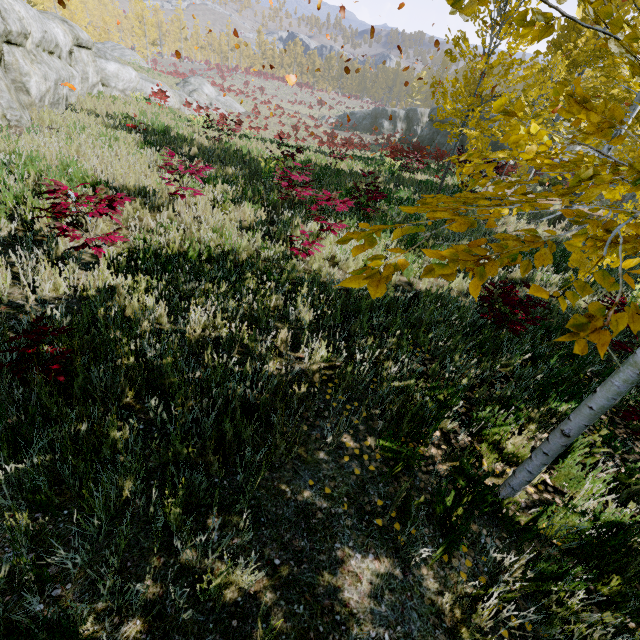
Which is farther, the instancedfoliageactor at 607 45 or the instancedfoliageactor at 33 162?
the instancedfoliageactor at 33 162

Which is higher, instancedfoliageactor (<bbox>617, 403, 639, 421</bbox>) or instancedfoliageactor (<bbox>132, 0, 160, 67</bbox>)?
instancedfoliageactor (<bbox>132, 0, 160, 67</bbox>)

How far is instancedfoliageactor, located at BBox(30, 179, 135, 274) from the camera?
3.7m

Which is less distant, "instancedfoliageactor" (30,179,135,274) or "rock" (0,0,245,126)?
"instancedfoliageactor" (30,179,135,274)

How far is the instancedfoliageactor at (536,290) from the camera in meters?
0.8

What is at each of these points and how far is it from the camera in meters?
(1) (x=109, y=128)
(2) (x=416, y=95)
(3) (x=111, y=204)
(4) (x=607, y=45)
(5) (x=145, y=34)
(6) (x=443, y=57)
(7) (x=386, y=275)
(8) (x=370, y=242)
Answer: (1) instancedfoliageactor, 9.7 m
(2) instancedfoliageactor, 52.9 m
(3) instancedfoliageactor, 4.2 m
(4) instancedfoliageactor, 1.5 m
(5) instancedfoliageactor, 53.2 m
(6) instancedfoliageactor, 54.3 m
(7) instancedfoliageactor, 0.9 m
(8) instancedfoliageactor, 1.0 m

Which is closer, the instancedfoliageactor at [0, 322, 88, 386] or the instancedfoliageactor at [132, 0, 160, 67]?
the instancedfoliageactor at [0, 322, 88, 386]
